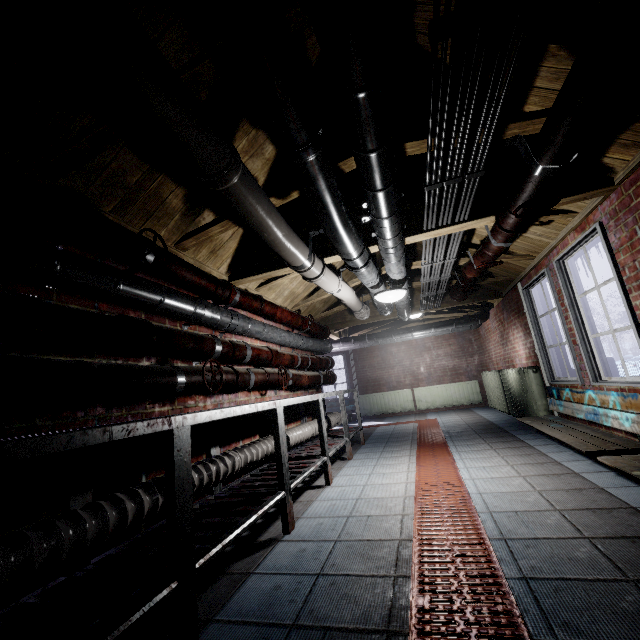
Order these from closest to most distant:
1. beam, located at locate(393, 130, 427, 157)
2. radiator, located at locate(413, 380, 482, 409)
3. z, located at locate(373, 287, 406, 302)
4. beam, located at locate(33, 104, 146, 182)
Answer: beam, located at locate(33, 104, 146, 182) → beam, located at locate(393, 130, 427, 157) → z, located at locate(373, 287, 406, 302) → radiator, located at locate(413, 380, 482, 409)

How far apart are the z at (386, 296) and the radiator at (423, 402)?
5.6 meters

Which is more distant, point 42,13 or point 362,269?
point 362,269

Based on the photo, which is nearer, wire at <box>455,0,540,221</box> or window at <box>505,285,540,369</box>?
wire at <box>455,0,540,221</box>

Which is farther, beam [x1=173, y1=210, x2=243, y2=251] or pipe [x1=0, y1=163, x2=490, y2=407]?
beam [x1=173, y1=210, x2=243, y2=251]

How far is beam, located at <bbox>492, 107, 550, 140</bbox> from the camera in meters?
1.8 m

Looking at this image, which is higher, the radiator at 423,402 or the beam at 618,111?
the beam at 618,111

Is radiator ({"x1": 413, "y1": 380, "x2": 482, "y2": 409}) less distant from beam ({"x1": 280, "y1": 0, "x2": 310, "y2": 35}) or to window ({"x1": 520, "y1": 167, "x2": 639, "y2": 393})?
window ({"x1": 520, "y1": 167, "x2": 639, "y2": 393})
